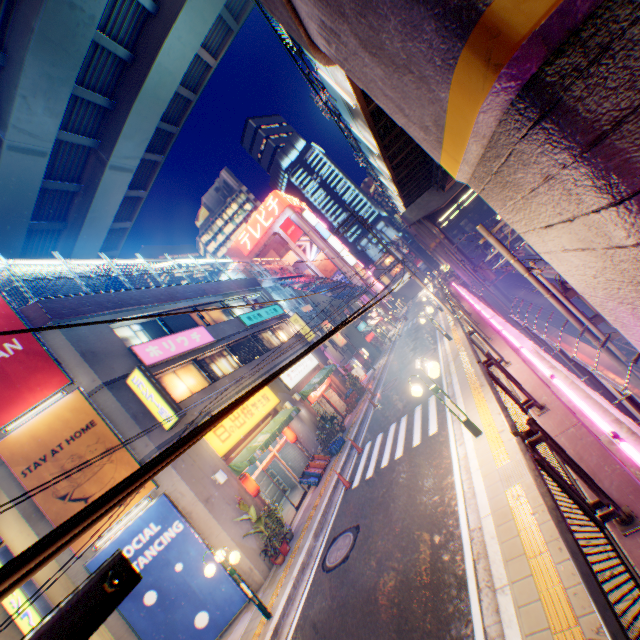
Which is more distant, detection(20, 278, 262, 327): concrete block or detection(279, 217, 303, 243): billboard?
detection(279, 217, 303, 243): billboard

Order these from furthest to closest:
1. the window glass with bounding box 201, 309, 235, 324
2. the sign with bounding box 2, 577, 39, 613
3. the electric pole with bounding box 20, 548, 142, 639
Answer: the window glass with bounding box 201, 309, 235, 324 < the sign with bounding box 2, 577, 39, 613 < the electric pole with bounding box 20, 548, 142, 639

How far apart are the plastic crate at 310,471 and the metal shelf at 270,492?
2.6 meters

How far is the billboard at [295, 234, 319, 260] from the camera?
57.8m

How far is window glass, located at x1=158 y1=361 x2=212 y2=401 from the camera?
14.09m

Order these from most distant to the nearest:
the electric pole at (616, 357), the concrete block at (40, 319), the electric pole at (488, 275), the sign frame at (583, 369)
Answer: the electric pole at (488, 275) → the concrete block at (40, 319) → the electric pole at (616, 357) → the sign frame at (583, 369)

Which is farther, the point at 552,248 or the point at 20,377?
the point at 20,377

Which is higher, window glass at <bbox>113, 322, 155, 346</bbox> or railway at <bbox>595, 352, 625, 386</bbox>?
window glass at <bbox>113, 322, 155, 346</bbox>
